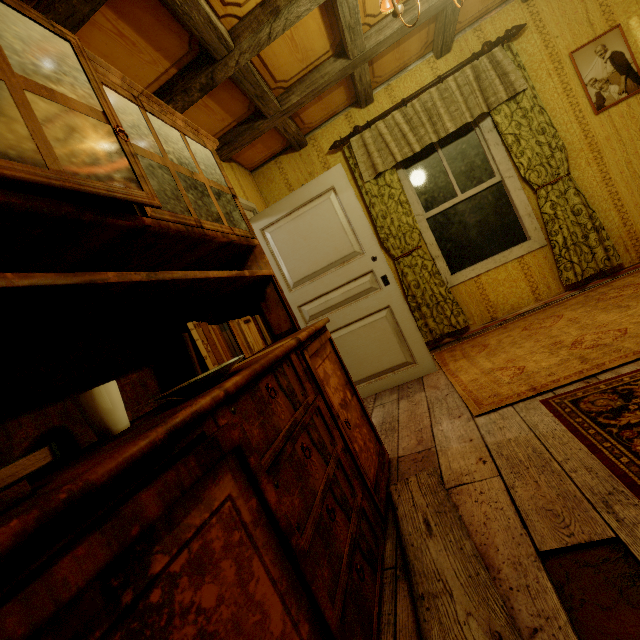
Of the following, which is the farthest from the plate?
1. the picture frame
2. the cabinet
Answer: the picture frame

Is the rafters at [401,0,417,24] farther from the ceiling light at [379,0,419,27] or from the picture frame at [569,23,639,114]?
the picture frame at [569,23,639,114]

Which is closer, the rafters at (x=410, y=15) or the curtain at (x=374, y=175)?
the rafters at (x=410, y=15)

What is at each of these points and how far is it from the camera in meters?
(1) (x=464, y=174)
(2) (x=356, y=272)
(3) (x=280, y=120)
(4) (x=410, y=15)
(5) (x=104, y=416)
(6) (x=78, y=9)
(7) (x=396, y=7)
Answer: (1) window, 3.5 m
(2) door, 3.0 m
(3) rafters, 3.1 m
(4) rafters, 2.6 m
(5) cup, 0.9 m
(6) rafters, 1.5 m
(7) ceiling light, 1.8 m

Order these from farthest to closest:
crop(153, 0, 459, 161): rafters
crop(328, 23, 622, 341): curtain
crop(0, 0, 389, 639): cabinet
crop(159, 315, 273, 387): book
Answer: crop(328, 23, 622, 341): curtain, crop(153, 0, 459, 161): rafters, crop(159, 315, 273, 387): book, crop(0, 0, 389, 639): cabinet

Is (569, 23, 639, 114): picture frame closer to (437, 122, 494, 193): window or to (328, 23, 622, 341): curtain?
(328, 23, 622, 341): curtain

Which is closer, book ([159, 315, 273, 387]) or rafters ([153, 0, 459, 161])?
book ([159, 315, 273, 387])

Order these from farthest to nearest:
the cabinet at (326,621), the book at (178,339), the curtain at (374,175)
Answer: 1. the curtain at (374,175)
2. the book at (178,339)
3. the cabinet at (326,621)
